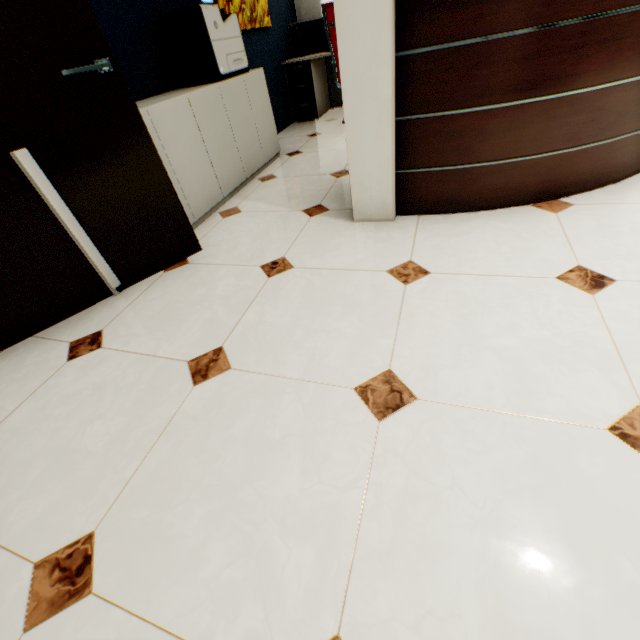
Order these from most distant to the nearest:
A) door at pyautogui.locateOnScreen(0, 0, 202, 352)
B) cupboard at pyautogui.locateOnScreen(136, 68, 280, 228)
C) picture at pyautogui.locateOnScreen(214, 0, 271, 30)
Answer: picture at pyautogui.locateOnScreen(214, 0, 271, 30) < cupboard at pyautogui.locateOnScreen(136, 68, 280, 228) < door at pyautogui.locateOnScreen(0, 0, 202, 352)

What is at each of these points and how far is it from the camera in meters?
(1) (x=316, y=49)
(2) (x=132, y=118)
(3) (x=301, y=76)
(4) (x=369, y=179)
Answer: (1) reception desk, 4.9
(2) door, 1.6
(3) rolling cabinet, 4.5
(4) rolling cabinet, 1.9

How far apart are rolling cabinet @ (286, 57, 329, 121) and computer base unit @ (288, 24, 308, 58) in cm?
34

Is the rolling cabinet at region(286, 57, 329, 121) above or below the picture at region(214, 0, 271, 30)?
below

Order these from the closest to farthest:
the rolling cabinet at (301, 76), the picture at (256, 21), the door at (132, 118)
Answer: the door at (132, 118)
the picture at (256, 21)
the rolling cabinet at (301, 76)

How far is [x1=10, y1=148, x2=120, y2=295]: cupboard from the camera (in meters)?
1.45

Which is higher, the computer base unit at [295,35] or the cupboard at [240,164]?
the computer base unit at [295,35]

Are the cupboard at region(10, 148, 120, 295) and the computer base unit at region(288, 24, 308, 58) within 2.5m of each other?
no
